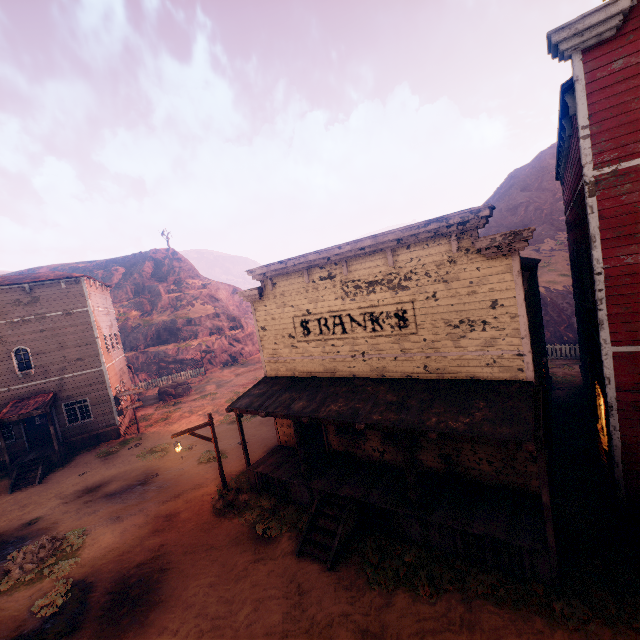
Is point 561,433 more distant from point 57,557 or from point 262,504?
point 57,557

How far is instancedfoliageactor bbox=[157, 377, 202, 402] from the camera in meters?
29.5 m

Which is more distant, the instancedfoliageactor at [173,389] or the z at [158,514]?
the instancedfoliageactor at [173,389]

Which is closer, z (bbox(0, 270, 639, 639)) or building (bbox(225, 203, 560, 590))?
z (bbox(0, 270, 639, 639))

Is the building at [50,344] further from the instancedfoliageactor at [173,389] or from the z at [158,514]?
the instancedfoliageactor at [173,389]

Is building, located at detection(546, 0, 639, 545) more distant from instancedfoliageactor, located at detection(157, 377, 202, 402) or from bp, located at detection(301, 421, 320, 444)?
instancedfoliageactor, located at detection(157, 377, 202, 402)

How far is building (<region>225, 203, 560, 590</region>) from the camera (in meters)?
7.95

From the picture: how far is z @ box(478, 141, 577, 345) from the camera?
25.2 meters
